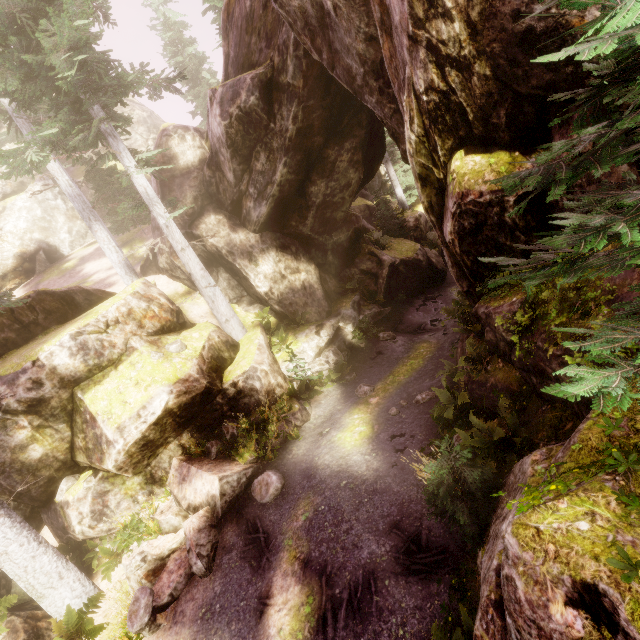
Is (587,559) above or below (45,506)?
above

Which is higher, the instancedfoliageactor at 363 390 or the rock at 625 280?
the rock at 625 280

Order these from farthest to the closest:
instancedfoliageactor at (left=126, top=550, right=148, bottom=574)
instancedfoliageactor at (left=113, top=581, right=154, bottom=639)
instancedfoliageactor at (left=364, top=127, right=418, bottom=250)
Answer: instancedfoliageactor at (left=364, top=127, right=418, bottom=250), instancedfoliageactor at (left=126, top=550, right=148, bottom=574), instancedfoliageactor at (left=113, top=581, right=154, bottom=639)

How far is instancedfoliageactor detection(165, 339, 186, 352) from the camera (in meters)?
11.47

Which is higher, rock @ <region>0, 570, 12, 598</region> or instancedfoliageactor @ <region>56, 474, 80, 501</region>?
instancedfoliageactor @ <region>56, 474, 80, 501</region>

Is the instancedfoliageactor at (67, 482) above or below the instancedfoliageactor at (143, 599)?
above

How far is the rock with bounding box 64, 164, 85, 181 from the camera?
29.6m
